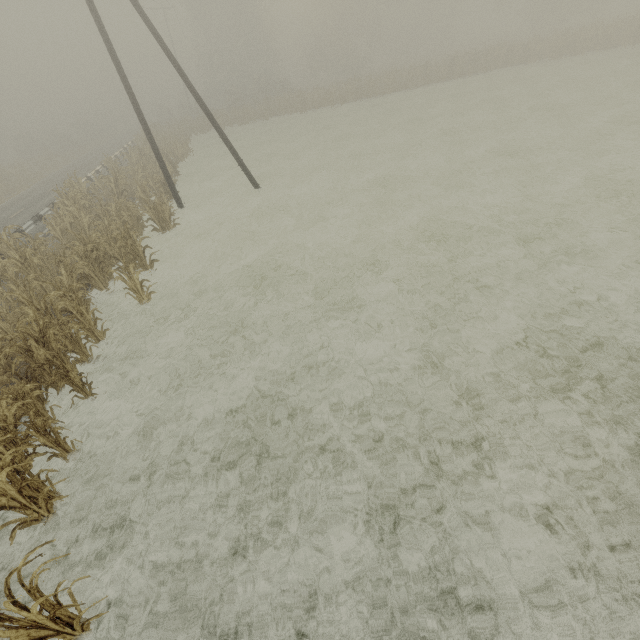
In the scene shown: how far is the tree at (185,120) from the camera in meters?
22.8

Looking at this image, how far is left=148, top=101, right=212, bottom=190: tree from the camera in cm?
2278

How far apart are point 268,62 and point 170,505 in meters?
57.9

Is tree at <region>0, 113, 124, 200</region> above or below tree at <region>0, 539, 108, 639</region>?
above

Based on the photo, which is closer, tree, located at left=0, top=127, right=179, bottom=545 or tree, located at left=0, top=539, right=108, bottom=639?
tree, located at left=0, top=539, right=108, bottom=639

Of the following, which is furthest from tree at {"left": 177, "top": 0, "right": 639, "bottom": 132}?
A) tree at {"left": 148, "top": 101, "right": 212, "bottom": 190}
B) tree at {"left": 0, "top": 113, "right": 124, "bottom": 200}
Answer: tree at {"left": 0, "top": 113, "right": 124, "bottom": 200}

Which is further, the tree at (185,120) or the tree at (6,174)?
the tree at (6,174)

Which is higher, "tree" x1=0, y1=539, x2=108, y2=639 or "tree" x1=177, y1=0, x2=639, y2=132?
"tree" x1=177, y1=0, x2=639, y2=132
